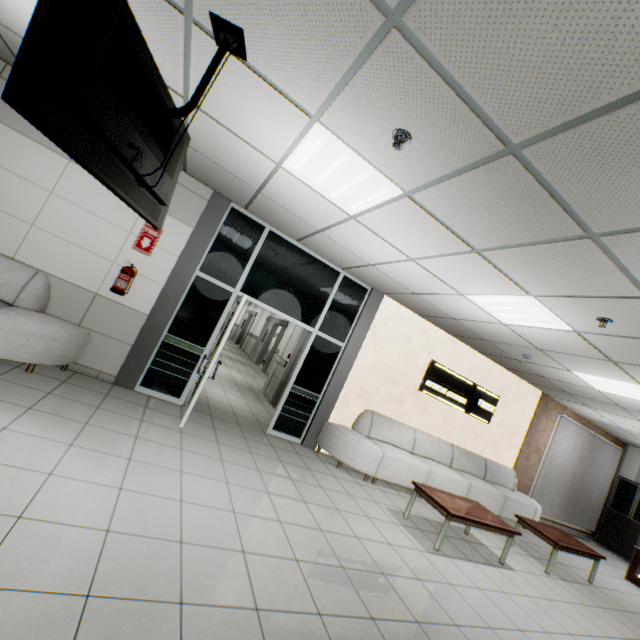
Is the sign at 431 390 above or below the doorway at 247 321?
above

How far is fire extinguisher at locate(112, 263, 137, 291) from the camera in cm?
449

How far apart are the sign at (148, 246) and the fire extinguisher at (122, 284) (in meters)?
0.27

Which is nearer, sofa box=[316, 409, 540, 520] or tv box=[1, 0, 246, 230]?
tv box=[1, 0, 246, 230]

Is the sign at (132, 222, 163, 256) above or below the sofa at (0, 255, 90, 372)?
above

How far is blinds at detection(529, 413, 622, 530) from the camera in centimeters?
891cm

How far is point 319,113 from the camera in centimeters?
241cm

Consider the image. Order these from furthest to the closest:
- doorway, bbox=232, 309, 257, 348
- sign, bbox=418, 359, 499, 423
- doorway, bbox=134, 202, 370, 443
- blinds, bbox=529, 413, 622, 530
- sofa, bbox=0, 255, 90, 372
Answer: doorway, bbox=232, 309, 257, 348
blinds, bbox=529, 413, 622, 530
sign, bbox=418, 359, 499, 423
doorway, bbox=134, 202, 370, 443
sofa, bbox=0, 255, 90, 372
